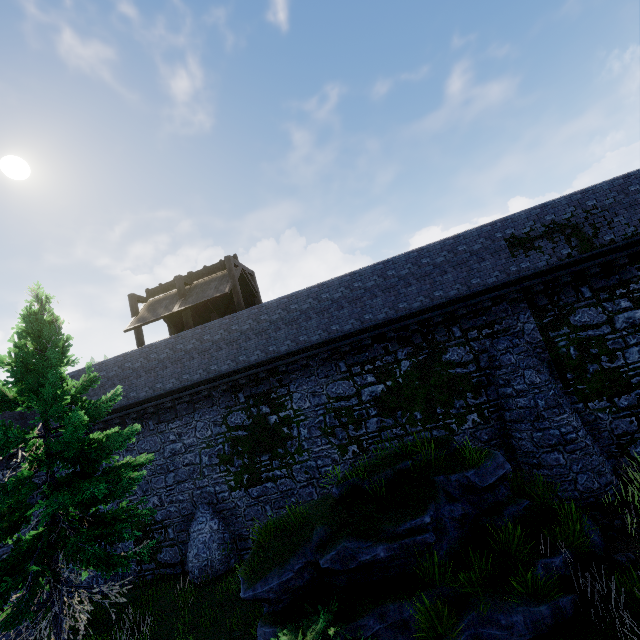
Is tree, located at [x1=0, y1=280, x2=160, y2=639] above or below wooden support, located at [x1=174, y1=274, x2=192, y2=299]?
below

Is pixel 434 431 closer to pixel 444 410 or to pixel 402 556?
pixel 444 410

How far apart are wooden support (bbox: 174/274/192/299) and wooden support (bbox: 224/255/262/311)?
2.6 meters

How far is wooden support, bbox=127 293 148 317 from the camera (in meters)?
17.38

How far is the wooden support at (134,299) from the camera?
17.4 meters

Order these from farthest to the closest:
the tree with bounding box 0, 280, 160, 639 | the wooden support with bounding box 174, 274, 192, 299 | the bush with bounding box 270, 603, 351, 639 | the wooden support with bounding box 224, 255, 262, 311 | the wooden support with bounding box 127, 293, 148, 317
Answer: the wooden support with bounding box 127, 293, 148, 317 < the wooden support with bounding box 174, 274, 192, 299 < the wooden support with bounding box 224, 255, 262, 311 < the tree with bounding box 0, 280, 160, 639 < the bush with bounding box 270, 603, 351, 639

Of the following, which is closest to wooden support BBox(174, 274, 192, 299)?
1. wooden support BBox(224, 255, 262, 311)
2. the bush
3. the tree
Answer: wooden support BBox(224, 255, 262, 311)

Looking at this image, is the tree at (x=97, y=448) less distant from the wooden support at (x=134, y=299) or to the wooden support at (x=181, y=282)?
the wooden support at (x=181, y=282)
